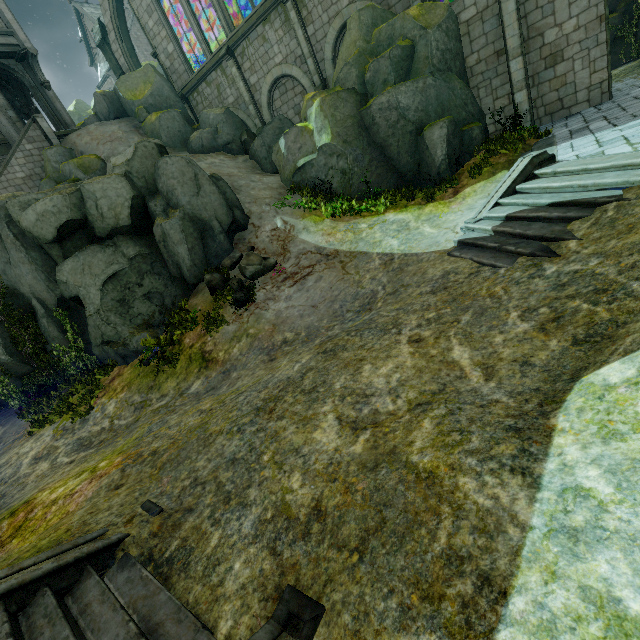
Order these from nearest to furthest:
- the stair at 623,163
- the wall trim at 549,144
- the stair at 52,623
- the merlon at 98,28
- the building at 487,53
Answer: the stair at 52,623
the stair at 623,163
the wall trim at 549,144
the building at 487,53
the merlon at 98,28

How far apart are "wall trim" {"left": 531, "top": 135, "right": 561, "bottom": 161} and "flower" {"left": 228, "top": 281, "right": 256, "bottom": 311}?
9.3m

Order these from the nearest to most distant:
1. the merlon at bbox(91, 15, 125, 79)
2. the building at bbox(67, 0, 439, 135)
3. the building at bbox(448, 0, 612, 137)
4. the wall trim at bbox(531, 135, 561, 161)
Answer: the wall trim at bbox(531, 135, 561, 161) → the building at bbox(448, 0, 612, 137) → the building at bbox(67, 0, 439, 135) → the merlon at bbox(91, 15, 125, 79)

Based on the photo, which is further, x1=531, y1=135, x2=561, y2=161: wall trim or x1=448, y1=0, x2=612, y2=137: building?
x1=448, y1=0, x2=612, y2=137: building

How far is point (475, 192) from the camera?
11.3m

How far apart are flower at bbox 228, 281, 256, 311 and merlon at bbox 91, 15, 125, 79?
24.03m

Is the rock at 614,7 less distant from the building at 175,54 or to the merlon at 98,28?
the building at 175,54

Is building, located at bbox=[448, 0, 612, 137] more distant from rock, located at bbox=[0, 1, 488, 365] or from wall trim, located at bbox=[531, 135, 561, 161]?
wall trim, located at bbox=[531, 135, 561, 161]
